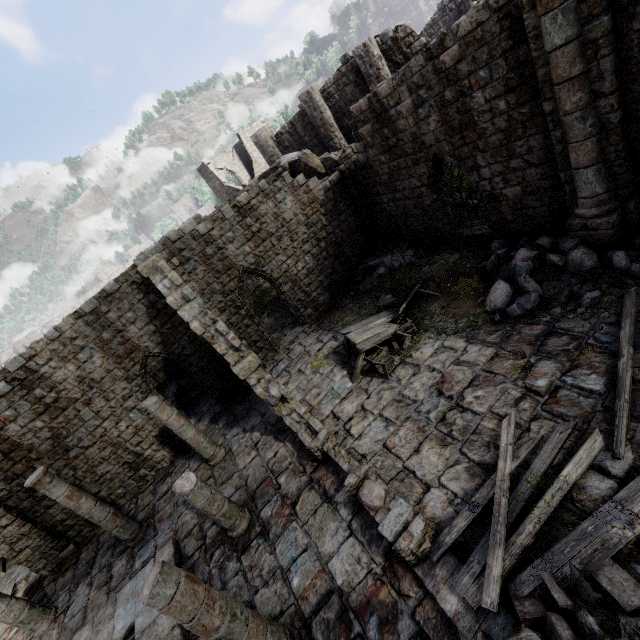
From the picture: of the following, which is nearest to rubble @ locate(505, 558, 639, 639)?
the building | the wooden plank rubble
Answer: the building

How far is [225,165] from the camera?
34.4m

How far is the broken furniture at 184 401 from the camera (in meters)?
16.61

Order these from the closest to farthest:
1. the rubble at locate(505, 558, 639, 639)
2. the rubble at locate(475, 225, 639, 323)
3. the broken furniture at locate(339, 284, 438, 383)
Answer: the rubble at locate(505, 558, 639, 639) < the rubble at locate(475, 225, 639, 323) < the broken furniture at locate(339, 284, 438, 383)

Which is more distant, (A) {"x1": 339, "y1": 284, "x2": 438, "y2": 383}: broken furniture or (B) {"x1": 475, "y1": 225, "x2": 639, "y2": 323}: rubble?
(A) {"x1": 339, "y1": 284, "x2": 438, "y2": 383}: broken furniture

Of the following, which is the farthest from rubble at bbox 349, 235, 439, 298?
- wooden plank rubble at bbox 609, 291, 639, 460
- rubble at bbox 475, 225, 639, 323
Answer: wooden plank rubble at bbox 609, 291, 639, 460

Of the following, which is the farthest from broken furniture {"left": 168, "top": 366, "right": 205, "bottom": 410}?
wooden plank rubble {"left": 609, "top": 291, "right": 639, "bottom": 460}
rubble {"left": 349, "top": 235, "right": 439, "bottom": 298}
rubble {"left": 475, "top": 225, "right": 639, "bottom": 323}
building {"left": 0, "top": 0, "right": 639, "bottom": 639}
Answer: wooden plank rubble {"left": 609, "top": 291, "right": 639, "bottom": 460}

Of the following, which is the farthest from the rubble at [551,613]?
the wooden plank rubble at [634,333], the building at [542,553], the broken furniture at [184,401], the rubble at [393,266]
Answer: the broken furniture at [184,401]
